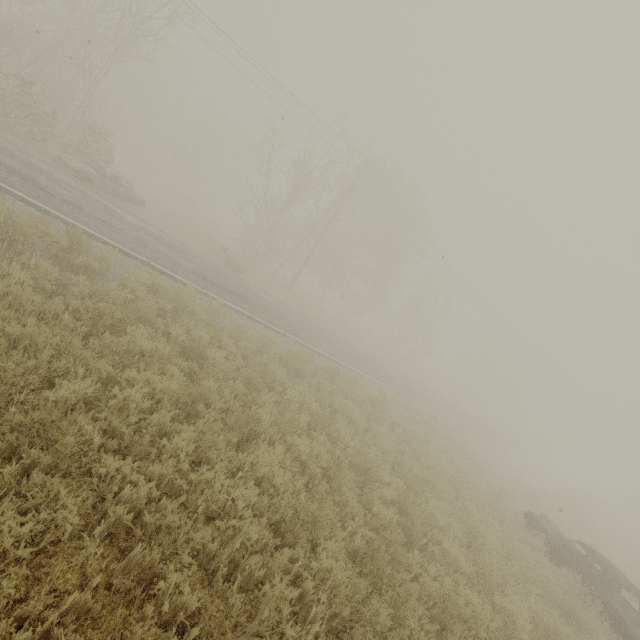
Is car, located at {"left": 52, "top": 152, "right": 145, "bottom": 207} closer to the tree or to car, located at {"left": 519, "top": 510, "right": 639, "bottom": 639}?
the tree

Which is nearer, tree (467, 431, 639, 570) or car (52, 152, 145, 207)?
car (52, 152, 145, 207)

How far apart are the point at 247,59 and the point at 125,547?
25.1m

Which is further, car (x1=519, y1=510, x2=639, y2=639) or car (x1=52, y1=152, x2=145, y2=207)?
car (x1=52, y1=152, x2=145, y2=207)

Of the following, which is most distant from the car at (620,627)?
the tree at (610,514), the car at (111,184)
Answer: the car at (111,184)

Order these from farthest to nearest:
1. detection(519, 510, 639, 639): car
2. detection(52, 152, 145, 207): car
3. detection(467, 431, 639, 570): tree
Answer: detection(467, 431, 639, 570): tree → detection(52, 152, 145, 207): car → detection(519, 510, 639, 639): car
